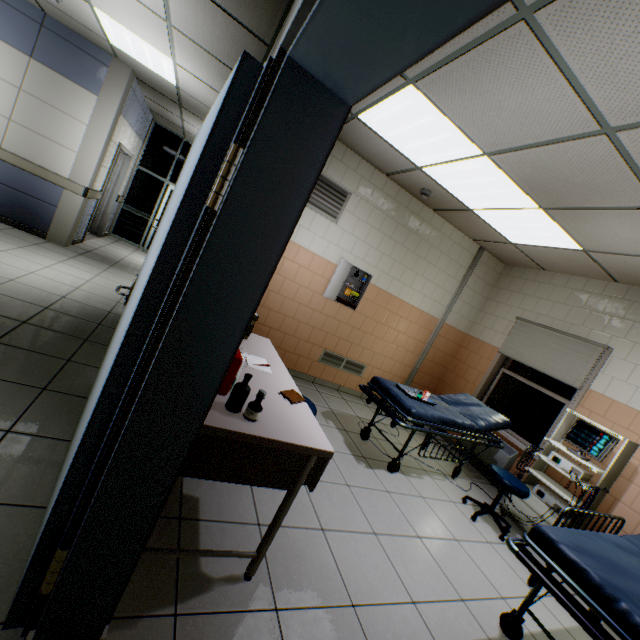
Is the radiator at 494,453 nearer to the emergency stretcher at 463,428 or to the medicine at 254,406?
the emergency stretcher at 463,428

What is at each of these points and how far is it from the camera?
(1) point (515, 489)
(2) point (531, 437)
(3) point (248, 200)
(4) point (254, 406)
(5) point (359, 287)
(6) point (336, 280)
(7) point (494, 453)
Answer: →
(1) chair, 3.3m
(2) window, 4.6m
(3) door, 0.9m
(4) medicine, 1.5m
(5) first aid kit, 5.0m
(6) cabinet, 4.5m
(7) radiator, 4.7m

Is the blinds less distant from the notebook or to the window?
the window

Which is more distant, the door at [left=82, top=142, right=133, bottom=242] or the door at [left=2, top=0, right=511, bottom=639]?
the door at [left=82, top=142, right=133, bottom=242]

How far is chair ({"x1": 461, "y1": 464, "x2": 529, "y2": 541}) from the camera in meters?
3.3

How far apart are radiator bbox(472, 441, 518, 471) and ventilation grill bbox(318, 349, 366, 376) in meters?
1.8

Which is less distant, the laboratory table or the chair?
the laboratory table

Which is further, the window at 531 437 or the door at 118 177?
the door at 118 177
